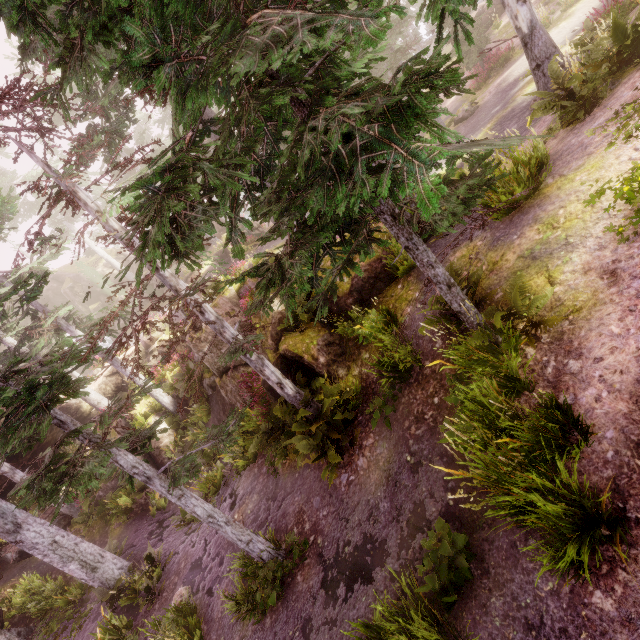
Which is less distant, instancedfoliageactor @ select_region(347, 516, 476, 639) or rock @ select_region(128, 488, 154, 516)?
instancedfoliageactor @ select_region(347, 516, 476, 639)

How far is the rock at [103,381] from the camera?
23.1 meters

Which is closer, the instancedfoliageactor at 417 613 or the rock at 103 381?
the instancedfoliageactor at 417 613

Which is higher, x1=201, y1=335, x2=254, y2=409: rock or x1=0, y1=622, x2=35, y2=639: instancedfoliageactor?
x1=201, y1=335, x2=254, y2=409: rock

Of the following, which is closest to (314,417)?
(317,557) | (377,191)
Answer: (317,557)

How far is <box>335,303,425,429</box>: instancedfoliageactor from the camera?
6.7 meters

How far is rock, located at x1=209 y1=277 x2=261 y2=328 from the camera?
13.4m

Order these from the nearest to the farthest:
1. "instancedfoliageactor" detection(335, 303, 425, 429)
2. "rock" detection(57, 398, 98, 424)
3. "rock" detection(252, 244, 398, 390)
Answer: "instancedfoliageactor" detection(335, 303, 425, 429) < "rock" detection(252, 244, 398, 390) < "rock" detection(57, 398, 98, 424)
